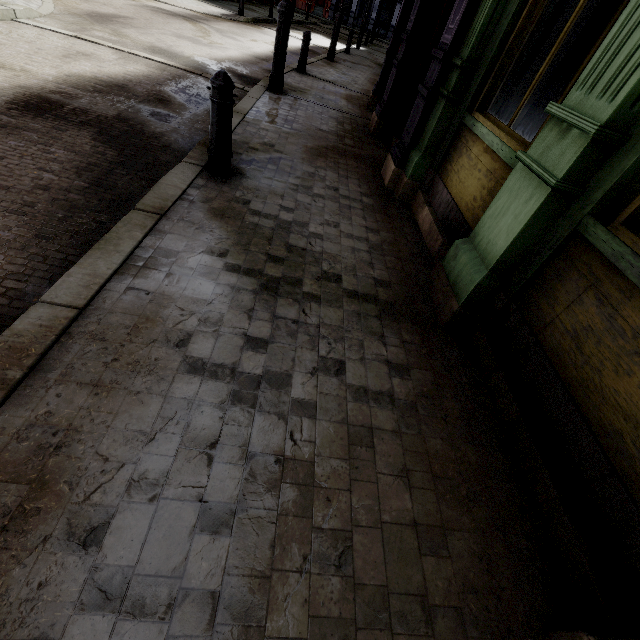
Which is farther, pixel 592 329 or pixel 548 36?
pixel 548 36

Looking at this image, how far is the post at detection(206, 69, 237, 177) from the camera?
3.1m

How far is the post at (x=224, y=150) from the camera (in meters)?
A: 3.10
